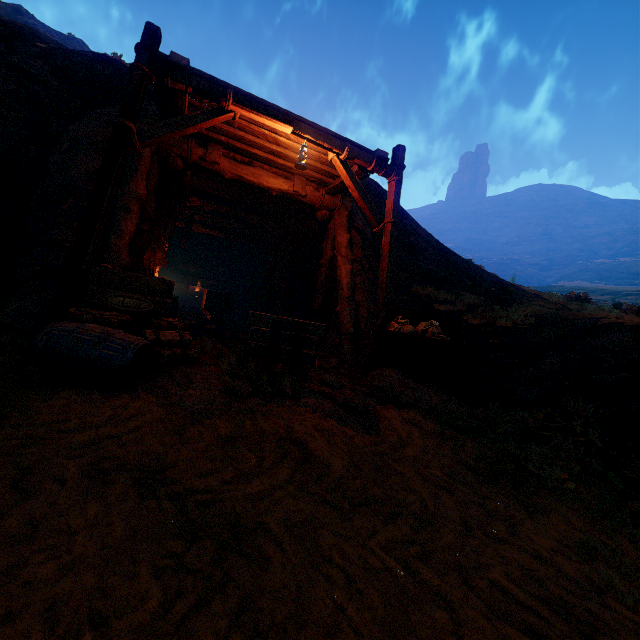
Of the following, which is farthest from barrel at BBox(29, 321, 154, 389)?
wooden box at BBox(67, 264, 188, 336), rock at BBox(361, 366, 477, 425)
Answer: rock at BBox(361, 366, 477, 425)

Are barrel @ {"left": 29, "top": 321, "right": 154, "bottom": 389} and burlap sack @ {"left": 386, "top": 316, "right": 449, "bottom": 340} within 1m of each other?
no

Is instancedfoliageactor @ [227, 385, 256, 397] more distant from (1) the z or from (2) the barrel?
(2) the barrel

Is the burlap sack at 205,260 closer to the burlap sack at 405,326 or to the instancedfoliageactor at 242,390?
the burlap sack at 405,326

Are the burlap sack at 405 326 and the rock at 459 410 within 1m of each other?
yes

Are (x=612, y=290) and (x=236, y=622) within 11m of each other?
no

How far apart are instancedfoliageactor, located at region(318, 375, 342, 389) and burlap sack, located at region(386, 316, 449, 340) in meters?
1.1

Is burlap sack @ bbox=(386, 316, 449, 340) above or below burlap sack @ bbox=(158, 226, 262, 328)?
below
